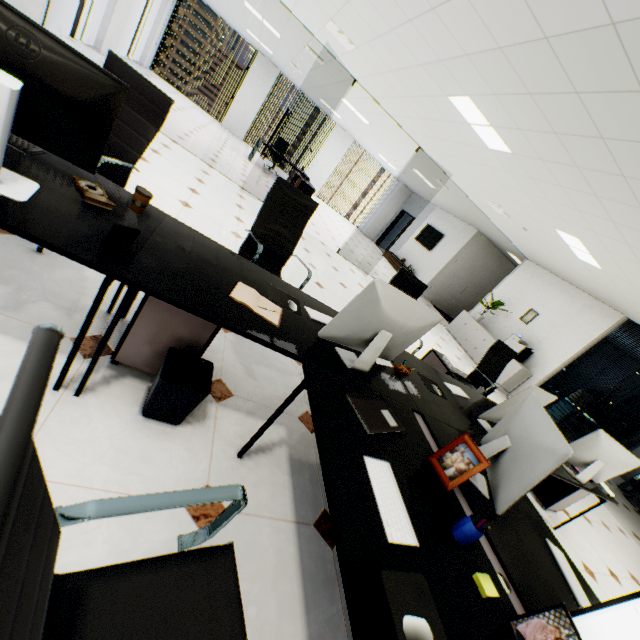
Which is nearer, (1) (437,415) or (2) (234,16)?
(1) (437,415)

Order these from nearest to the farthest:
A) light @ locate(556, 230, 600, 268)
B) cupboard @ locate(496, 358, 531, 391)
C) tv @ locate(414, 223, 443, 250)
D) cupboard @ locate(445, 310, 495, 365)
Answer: light @ locate(556, 230, 600, 268) < cupboard @ locate(496, 358, 531, 391) < cupboard @ locate(445, 310, 495, 365) < tv @ locate(414, 223, 443, 250)

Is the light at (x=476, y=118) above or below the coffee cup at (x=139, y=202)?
above

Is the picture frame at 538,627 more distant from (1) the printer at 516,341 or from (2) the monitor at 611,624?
(1) the printer at 516,341

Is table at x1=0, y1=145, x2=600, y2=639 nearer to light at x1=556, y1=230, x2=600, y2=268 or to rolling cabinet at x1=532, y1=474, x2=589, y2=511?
rolling cabinet at x1=532, y1=474, x2=589, y2=511

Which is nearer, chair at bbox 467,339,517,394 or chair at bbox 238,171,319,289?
chair at bbox 238,171,319,289

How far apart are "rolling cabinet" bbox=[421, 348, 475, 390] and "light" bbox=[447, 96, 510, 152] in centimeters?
272cm

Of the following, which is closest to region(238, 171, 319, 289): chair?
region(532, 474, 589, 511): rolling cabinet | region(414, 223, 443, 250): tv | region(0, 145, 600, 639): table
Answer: region(0, 145, 600, 639): table
